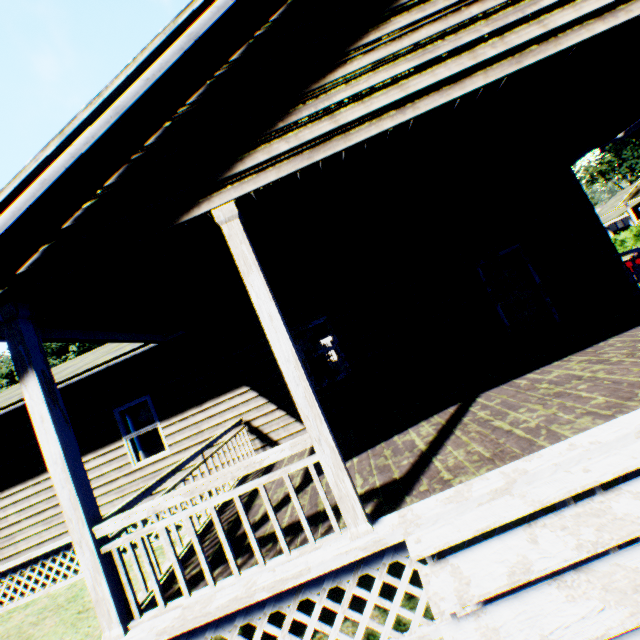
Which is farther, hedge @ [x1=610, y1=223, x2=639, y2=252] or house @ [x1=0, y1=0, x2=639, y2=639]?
hedge @ [x1=610, y1=223, x2=639, y2=252]

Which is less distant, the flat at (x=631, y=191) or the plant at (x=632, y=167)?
the flat at (x=631, y=191)

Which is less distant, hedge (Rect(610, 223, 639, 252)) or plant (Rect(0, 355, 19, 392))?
hedge (Rect(610, 223, 639, 252))

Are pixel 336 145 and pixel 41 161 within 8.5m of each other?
yes

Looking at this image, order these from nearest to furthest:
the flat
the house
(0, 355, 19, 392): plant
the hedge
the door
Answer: the house → the door → the hedge → (0, 355, 19, 392): plant → the flat

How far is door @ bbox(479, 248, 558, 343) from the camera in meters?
7.8 m

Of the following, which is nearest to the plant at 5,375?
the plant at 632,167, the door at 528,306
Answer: the door at 528,306

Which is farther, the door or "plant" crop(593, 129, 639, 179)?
"plant" crop(593, 129, 639, 179)
